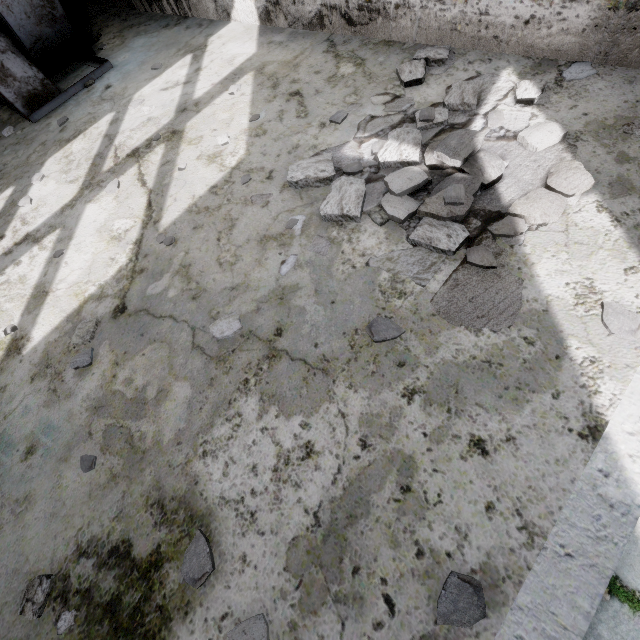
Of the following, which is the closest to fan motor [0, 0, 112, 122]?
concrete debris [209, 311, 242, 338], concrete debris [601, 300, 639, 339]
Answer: concrete debris [209, 311, 242, 338]

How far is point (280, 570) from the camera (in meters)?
1.36

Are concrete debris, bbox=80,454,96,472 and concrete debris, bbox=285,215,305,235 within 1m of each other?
no

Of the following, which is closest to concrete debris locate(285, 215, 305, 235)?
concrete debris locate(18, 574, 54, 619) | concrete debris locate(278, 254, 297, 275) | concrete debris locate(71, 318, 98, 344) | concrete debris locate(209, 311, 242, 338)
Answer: concrete debris locate(278, 254, 297, 275)

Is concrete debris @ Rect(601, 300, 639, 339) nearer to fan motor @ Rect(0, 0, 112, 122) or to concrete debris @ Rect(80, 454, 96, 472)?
concrete debris @ Rect(80, 454, 96, 472)

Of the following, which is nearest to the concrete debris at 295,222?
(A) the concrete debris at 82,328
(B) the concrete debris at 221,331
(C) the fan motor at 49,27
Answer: (B) the concrete debris at 221,331

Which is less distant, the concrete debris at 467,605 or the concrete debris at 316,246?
the concrete debris at 467,605

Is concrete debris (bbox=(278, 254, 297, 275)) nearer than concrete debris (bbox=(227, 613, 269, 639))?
No
